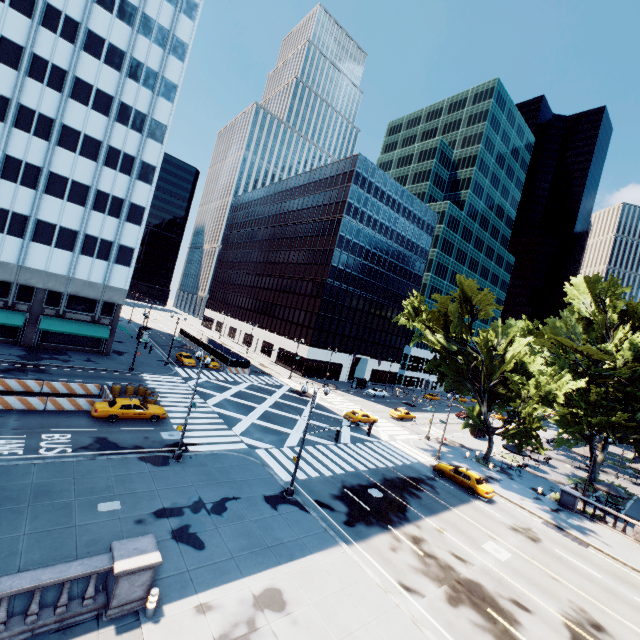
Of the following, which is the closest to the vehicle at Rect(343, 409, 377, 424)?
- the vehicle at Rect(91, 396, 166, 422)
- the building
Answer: the vehicle at Rect(91, 396, 166, 422)

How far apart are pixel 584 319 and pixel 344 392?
37.2m

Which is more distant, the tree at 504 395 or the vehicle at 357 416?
the vehicle at 357 416

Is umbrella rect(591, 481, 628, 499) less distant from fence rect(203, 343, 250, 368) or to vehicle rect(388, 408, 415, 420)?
vehicle rect(388, 408, 415, 420)

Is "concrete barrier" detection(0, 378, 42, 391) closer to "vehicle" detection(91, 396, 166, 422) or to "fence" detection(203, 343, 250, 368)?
"vehicle" detection(91, 396, 166, 422)

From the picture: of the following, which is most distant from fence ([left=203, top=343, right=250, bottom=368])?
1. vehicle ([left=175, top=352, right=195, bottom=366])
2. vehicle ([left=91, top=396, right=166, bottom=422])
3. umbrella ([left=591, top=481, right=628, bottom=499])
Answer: umbrella ([left=591, top=481, right=628, bottom=499])

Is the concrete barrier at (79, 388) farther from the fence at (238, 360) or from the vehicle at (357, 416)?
the vehicle at (357, 416)

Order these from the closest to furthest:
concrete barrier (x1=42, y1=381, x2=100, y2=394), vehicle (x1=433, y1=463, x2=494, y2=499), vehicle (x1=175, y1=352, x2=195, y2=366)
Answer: concrete barrier (x1=42, y1=381, x2=100, y2=394) < vehicle (x1=433, y1=463, x2=494, y2=499) < vehicle (x1=175, y1=352, x2=195, y2=366)
